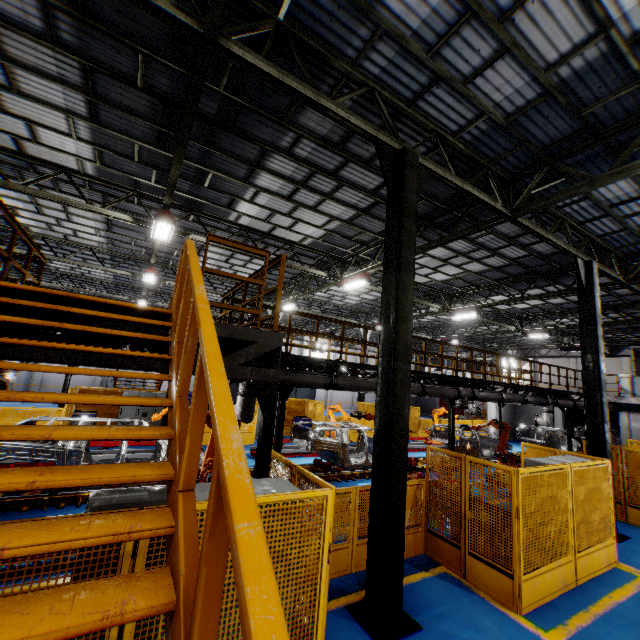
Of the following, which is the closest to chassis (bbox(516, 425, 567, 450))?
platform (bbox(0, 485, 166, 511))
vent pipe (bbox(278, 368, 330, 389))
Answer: platform (bbox(0, 485, 166, 511))

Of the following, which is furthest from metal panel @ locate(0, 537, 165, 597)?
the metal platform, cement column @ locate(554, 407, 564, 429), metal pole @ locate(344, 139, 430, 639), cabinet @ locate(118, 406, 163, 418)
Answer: cement column @ locate(554, 407, 564, 429)

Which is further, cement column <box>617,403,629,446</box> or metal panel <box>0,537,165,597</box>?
cement column <box>617,403,629,446</box>

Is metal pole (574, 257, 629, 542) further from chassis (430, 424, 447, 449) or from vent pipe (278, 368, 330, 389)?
chassis (430, 424, 447, 449)

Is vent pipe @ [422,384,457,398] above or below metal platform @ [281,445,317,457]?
above

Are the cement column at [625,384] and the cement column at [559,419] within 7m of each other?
yes

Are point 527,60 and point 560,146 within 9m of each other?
yes

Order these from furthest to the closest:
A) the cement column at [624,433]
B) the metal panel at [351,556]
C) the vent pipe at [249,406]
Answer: the cement column at [624,433] → the vent pipe at [249,406] → the metal panel at [351,556]
